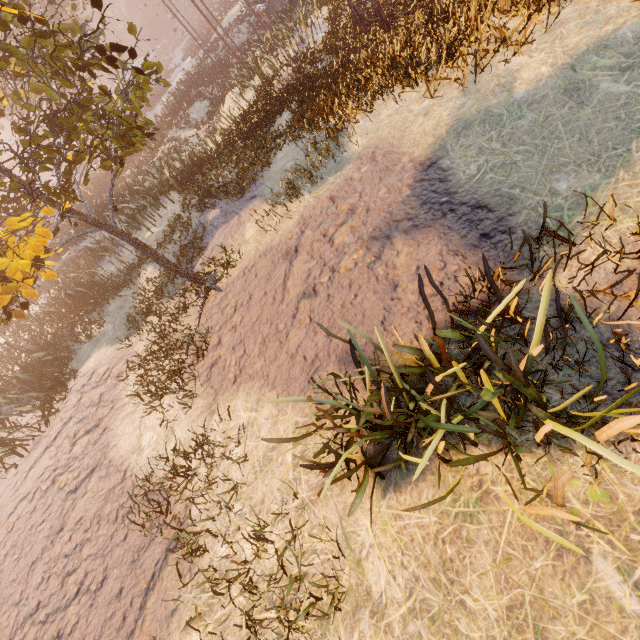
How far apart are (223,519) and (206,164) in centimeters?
1326cm

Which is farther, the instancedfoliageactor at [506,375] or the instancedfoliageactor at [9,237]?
the instancedfoliageactor at [9,237]

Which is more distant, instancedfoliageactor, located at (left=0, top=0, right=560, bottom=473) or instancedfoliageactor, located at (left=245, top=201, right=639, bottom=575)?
instancedfoliageactor, located at (left=0, top=0, right=560, bottom=473)
